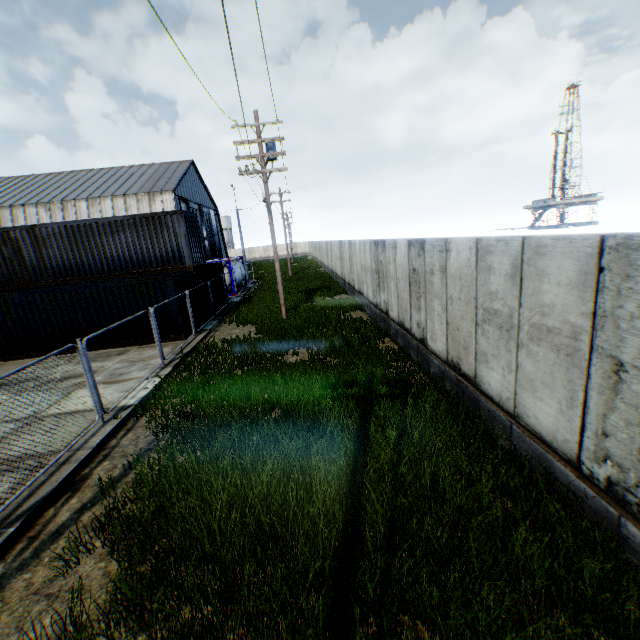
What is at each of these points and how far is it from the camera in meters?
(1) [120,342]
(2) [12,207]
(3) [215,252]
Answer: (1) storage container, 14.7
(2) building, 37.7
(3) hanging door, 55.9

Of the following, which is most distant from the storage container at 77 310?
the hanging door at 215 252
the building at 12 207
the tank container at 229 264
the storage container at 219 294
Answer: the hanging door at 215 252

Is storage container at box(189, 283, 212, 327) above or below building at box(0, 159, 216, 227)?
below

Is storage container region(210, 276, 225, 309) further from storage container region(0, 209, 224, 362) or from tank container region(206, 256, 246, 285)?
tank container region(206, 256, 246, 285)

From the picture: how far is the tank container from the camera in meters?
26.4

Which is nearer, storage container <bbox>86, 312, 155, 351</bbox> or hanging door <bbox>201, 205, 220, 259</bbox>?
storage container <bbox>86, 312, 155, 351</bbox>

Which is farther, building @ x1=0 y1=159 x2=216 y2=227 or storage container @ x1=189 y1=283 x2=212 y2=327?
building @ x1=0 y1=159 x2=216 y2=227

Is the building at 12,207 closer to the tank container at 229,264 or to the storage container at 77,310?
the tank container at 229,264
